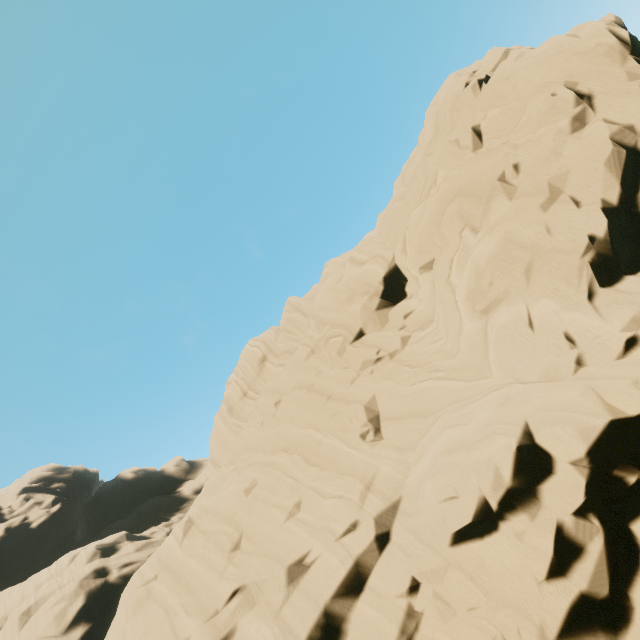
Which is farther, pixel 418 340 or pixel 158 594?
pixel 418 340
